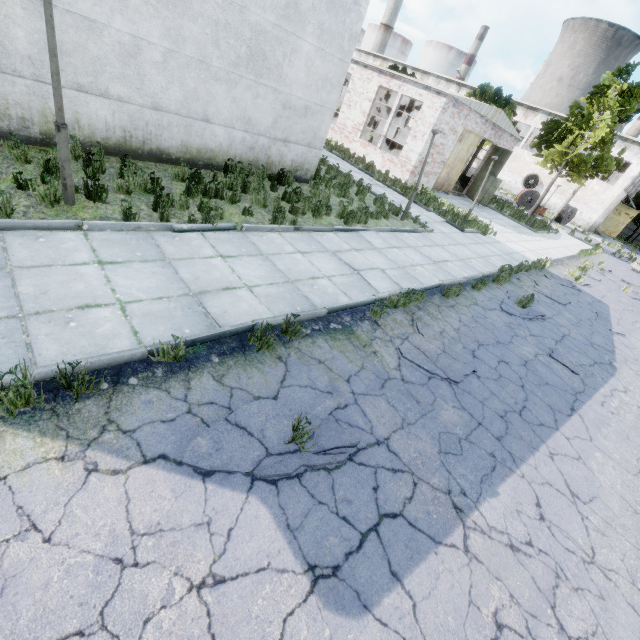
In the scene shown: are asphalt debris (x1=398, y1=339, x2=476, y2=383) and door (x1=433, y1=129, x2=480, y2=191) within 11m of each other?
no

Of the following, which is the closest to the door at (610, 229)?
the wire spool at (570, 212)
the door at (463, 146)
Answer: the wire spool at (570, 212)

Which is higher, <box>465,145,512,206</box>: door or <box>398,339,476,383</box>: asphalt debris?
<box>465,145,512,206</box>: door

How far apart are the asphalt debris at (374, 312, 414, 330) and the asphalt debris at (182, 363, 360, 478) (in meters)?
1.70

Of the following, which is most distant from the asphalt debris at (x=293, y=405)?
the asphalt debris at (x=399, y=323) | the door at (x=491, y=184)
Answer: the door at (x=491, y=184)

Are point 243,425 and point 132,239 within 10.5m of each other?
yes

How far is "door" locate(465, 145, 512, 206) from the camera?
22.7m

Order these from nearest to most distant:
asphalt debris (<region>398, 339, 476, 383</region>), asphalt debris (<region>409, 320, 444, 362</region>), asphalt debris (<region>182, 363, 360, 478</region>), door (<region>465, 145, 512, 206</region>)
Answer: asphalt debris (<region>182, 363, 360, 478</region>)
asphalt debris (<region>398, 339, 476, 383</region>)
asphalt debris (<region>409, 320, 444, 362</region>)
door (<region>465, 145, 512, 206</region>)
